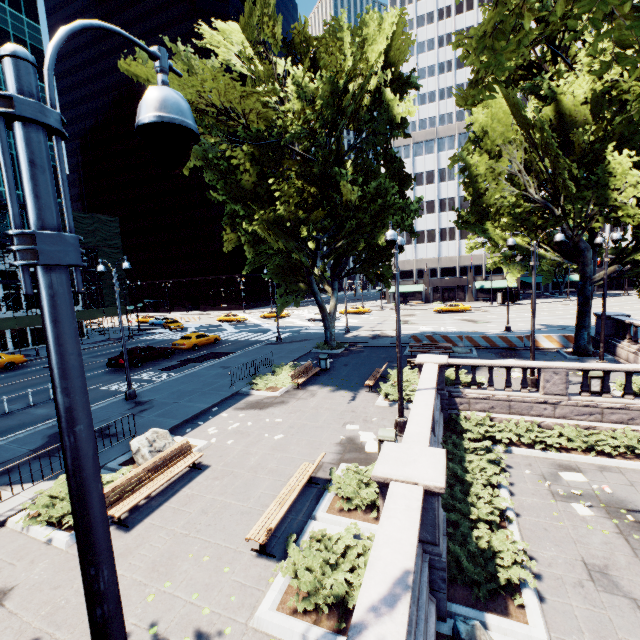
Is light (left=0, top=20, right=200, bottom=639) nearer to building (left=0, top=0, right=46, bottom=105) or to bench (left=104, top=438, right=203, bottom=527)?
Answer: bench (left=104, top=438, right=203, bottom=527)

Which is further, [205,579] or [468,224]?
[468,224]

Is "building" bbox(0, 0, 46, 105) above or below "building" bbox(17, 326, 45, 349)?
above

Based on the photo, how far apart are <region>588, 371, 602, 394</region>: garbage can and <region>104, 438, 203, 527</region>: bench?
16.4m

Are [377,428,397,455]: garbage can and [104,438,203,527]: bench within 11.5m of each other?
yes

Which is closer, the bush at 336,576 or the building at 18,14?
the bush at 336,576

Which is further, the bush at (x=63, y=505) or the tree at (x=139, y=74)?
the tree at (x=139, y=74)

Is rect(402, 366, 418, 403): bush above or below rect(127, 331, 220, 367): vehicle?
below
